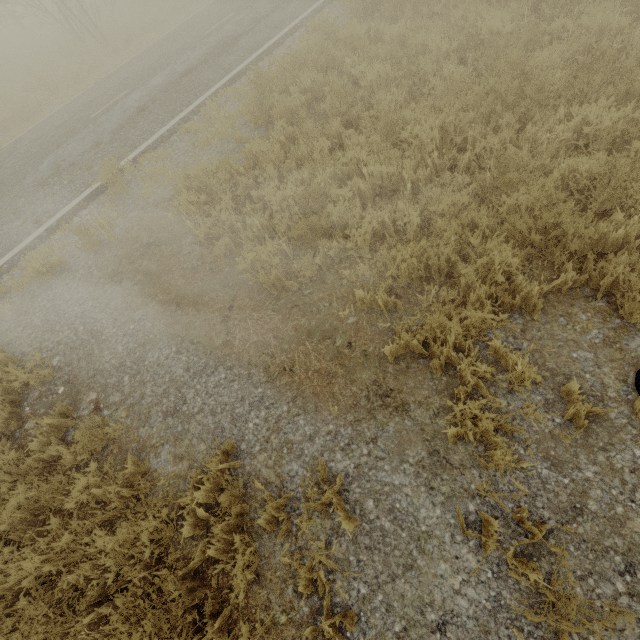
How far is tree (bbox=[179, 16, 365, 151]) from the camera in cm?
666

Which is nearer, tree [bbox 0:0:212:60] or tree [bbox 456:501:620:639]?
tree [bbox 456:501:620:639]

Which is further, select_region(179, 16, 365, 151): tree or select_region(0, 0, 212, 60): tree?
select_region(0, 0, 212, 60): tree

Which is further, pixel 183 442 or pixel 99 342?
pixel 99 342

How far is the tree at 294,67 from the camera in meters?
6.7 m

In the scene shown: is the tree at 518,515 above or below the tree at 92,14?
below

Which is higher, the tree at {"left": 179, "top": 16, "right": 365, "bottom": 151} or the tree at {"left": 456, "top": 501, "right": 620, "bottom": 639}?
the tree at {"left": 179, "top": 16, "right": 365, "bottom": 151}
